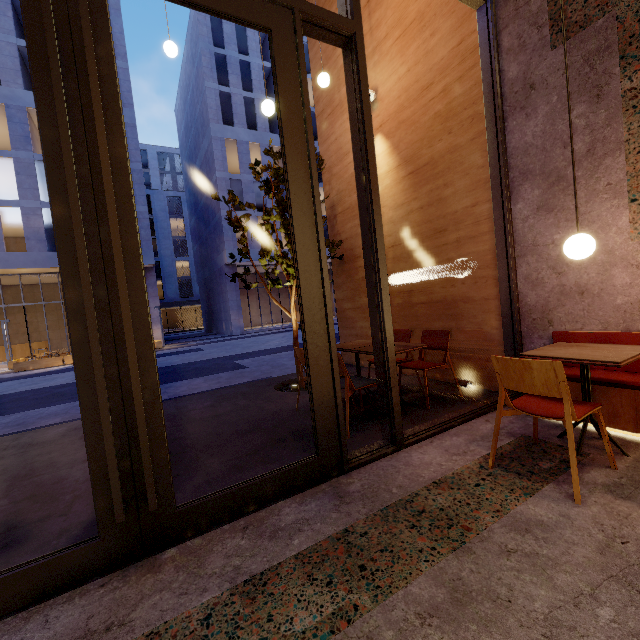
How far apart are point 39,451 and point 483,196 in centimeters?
616cm

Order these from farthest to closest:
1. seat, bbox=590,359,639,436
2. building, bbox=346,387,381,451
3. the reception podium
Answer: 1. the reception podium
2. building, bbox=346,387,381,451
3. seat, bbox=590,359,639,436

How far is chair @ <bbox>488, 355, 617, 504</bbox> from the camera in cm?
197

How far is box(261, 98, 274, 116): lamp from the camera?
4.29m

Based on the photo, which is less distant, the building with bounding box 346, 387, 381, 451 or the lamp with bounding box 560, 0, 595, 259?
the lamp with bounding box 560, 0, 595, 259

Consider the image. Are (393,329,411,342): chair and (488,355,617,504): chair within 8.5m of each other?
yes

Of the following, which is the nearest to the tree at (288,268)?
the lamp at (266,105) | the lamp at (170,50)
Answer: the lamp at (266,105)

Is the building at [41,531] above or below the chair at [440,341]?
below
